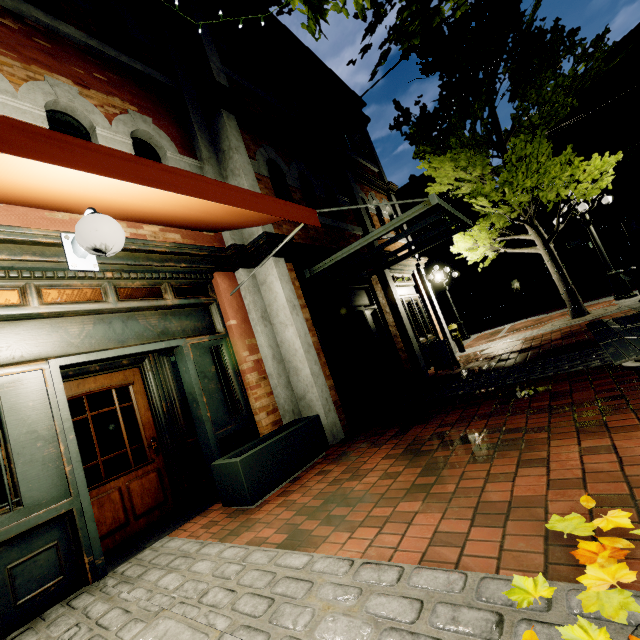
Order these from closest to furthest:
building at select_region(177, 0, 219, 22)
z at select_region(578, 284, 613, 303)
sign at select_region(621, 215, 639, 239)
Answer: building at select_region(177, 0, 219, 22) → sign at select_region(621, 215, 639, 239) → z at select_region(578, 284, 613, 303)

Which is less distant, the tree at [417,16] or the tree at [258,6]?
the tree at [258,6]

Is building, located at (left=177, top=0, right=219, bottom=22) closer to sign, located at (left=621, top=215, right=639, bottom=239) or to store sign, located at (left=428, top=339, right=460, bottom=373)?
store sign, located at (left=428, top=339, right=460, bottom=373)

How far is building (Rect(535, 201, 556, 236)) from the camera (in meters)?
25.25

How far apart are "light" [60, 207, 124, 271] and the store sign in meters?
6.9 m

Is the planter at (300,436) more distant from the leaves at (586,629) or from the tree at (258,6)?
the tree at (258,6)

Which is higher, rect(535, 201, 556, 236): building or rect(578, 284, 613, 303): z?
rect(535, 201, 556, 236): building

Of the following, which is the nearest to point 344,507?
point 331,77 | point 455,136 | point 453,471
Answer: point 453,471
